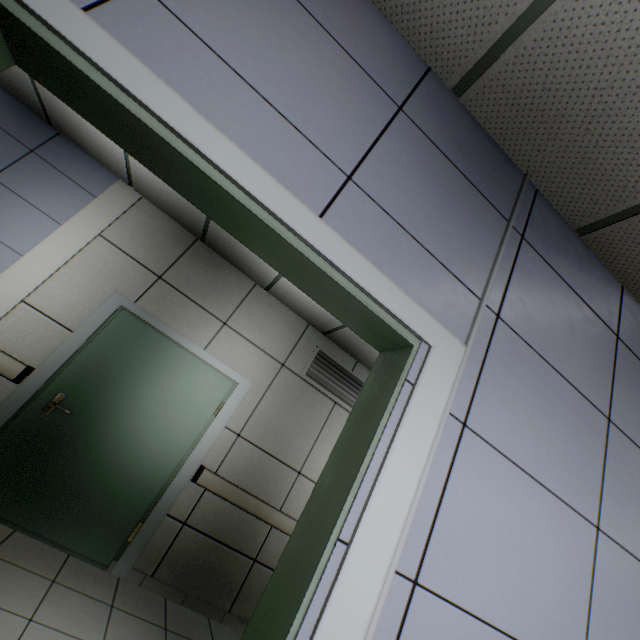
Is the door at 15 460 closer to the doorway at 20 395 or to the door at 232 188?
the doorway at 20 395

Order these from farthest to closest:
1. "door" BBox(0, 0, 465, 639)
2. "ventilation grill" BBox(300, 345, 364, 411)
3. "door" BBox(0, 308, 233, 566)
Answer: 1. "ventilation grill" BBox(300, 345, 364, 411)
2. "door" BBox(0, 308, 233, 566)
3. "door" BBox(0, 0, 465, 639)

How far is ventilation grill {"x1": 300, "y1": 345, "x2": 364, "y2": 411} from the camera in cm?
436

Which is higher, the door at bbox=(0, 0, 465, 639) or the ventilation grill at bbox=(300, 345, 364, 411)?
the ventilation grill at bbox=(300, 345, 364, 411)

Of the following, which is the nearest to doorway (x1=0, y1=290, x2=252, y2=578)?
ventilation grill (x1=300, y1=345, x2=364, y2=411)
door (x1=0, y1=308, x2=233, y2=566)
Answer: door (x1=0, y1=308, x2=233, y2=566)

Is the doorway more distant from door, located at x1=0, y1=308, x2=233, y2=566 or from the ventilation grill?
the ventilation grill

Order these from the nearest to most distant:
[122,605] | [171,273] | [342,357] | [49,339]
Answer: [122,605] < [49,339] < [171,273] < [342,357]

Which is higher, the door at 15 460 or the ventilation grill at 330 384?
the ventilation grill at 330 384
